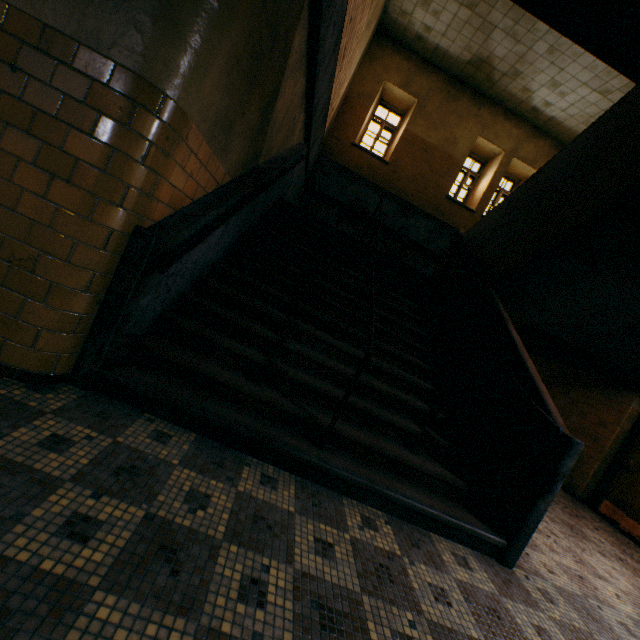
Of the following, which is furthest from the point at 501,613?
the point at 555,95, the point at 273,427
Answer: the point at 555,95

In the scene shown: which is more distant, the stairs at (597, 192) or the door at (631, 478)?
the door at (631, 478)

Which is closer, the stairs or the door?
the stairs
